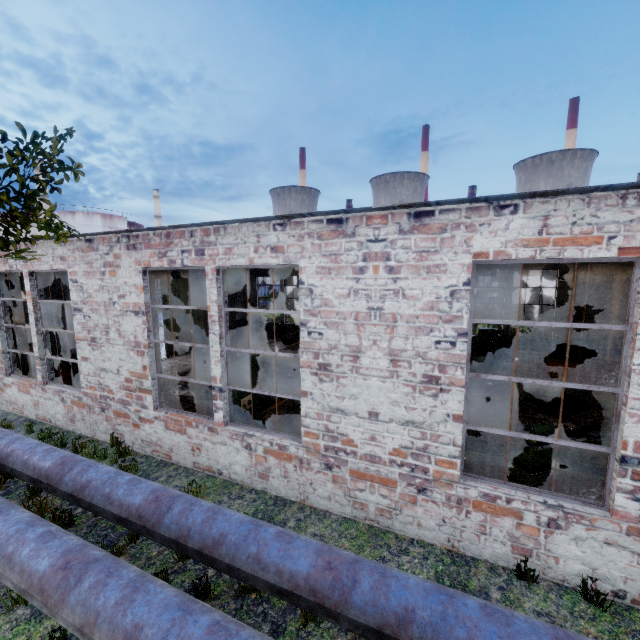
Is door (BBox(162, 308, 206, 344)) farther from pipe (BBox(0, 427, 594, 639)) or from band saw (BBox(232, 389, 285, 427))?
band saw (BBox(232, 389, 285, 427))

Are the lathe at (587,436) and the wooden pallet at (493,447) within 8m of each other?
yes

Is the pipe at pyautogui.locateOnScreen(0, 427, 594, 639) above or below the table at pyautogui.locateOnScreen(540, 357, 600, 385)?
above

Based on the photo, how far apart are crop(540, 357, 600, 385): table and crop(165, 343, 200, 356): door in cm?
1584

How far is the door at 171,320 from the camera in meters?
15.8 m

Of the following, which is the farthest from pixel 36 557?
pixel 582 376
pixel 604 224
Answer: pixel 582 376

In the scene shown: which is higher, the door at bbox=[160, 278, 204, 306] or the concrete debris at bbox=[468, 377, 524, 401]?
the door at bbox=[160, 278, 204, 306]

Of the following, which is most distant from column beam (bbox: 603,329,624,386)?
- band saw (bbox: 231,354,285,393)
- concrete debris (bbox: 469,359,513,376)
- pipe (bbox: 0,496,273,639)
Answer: band saw (bbox: 231,354,285,393)
